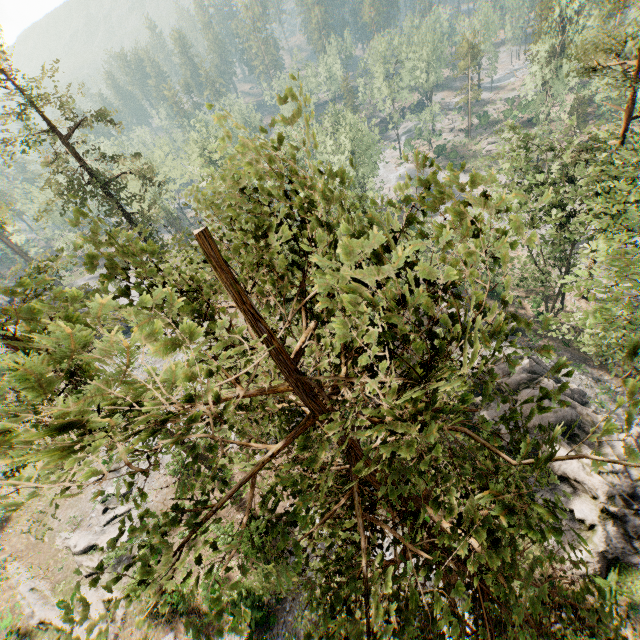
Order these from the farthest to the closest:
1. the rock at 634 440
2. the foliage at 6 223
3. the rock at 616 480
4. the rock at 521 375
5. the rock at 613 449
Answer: the rock at 521 375
the rock at 634 440
the rock at 613 449
the rock at 616 480
the foliage at 6 223

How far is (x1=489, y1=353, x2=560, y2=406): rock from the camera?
24.6 meters

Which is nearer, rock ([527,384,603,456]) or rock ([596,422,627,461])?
rock ([596,422,627,461])

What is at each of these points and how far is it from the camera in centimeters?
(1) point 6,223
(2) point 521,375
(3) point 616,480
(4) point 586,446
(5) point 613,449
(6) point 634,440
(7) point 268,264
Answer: (1) foliage, 1498cm
(2) rock, 2564cm
(3) rock, 2034cm
(4) rock, 2191cm
(5) rock, 2209cm
(6) rock, 2278cm
(7) foliage, 479cm

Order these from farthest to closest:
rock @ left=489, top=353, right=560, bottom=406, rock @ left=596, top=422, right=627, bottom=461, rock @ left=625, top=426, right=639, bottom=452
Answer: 1. rock @ left=489, top=353, right=560, bottom=406
2. rock @ left=625, top=426, right=639, bottom=452
3. rock @ left=596, top=422, right=627, bottom=461

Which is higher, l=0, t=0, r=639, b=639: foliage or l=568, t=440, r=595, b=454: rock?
l=0, t=0, r=639, b=639: foliage

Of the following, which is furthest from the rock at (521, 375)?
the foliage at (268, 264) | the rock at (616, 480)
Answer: the rock at (616, 480)

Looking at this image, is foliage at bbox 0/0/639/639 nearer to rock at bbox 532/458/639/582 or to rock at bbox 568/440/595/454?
rock at bbox 568/440/595/454
